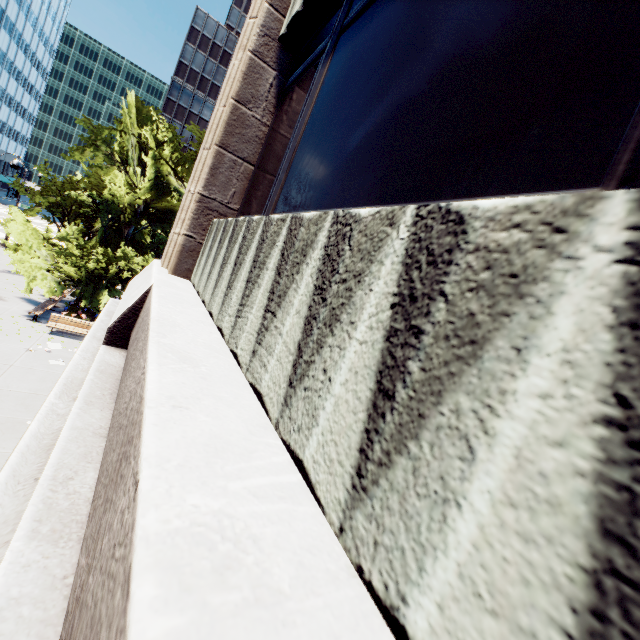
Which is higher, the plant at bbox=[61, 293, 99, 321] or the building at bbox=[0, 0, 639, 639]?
the building at bbox=[0, 0, 639, 639]

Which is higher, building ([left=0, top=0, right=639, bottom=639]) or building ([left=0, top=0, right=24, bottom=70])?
Answer: building ([left=0, top=0, right=24, bottom=70])

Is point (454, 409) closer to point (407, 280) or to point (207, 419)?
point (407, 280)

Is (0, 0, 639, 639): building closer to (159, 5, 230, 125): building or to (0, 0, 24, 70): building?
(159, 5, 230, 125): building

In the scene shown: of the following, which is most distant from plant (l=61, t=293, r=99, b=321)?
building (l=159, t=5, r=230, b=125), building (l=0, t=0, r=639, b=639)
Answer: building (l=159, t=5, r=230, b=125)

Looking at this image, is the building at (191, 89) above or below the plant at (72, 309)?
above

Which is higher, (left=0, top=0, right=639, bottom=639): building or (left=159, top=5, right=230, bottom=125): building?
(left=159, top=5, right=230, bottom=125): building

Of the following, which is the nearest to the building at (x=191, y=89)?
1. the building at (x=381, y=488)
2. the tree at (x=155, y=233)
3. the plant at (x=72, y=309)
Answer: the tree at (x=155, y=233)
